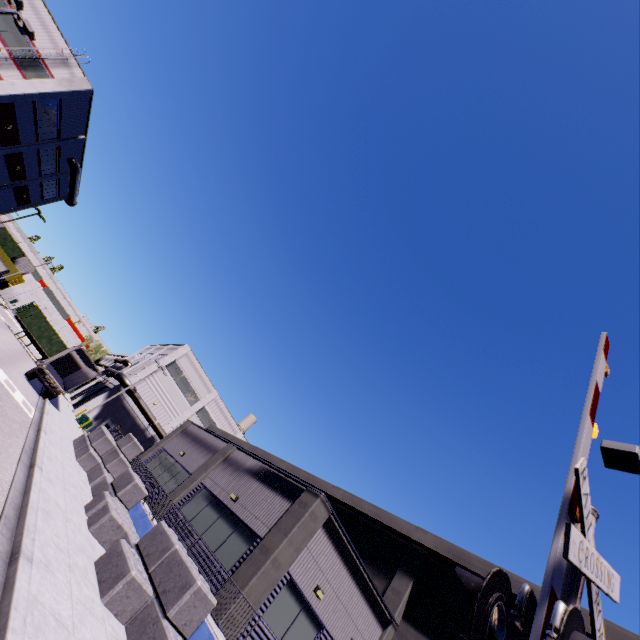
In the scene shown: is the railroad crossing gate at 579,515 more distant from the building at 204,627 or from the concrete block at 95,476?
the concrete block at 95,476

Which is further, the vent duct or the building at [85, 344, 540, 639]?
the vent duct

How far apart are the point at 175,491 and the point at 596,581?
19.0m

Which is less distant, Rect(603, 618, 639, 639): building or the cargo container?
Rect(603, 618, 639, 639): building

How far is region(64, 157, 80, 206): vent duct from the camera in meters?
35.9 m

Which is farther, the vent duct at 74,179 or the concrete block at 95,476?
the vent duct at 74,179

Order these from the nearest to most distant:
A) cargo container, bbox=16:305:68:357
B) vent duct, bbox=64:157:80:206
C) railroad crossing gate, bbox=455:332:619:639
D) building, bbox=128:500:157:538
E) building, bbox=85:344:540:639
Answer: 1. railroad crossing gate, bbox=455:332:619:639
2. building, bbox=85:344:540:639
3. building, bbox=128:500:157:538
4. vent duct, bbox=64:157:80:206
5. cargo container, bbox=16:305:68:357

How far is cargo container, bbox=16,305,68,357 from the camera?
39.91m
